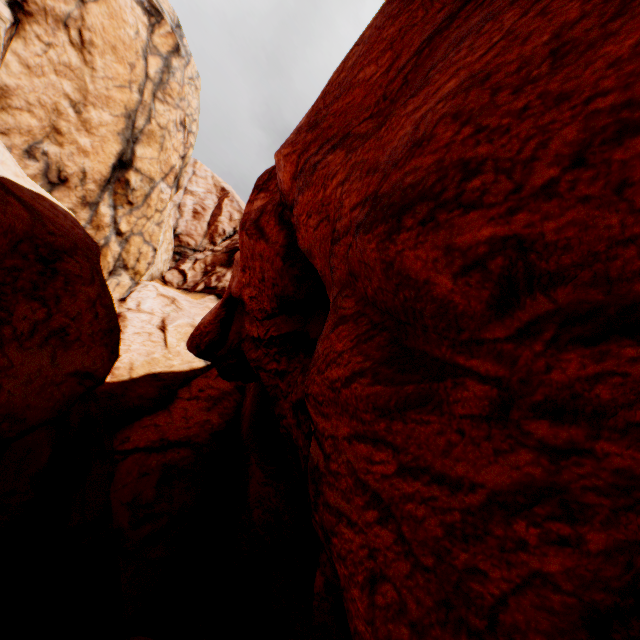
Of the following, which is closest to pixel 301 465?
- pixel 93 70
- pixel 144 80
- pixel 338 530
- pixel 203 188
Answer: pixel 338 530
